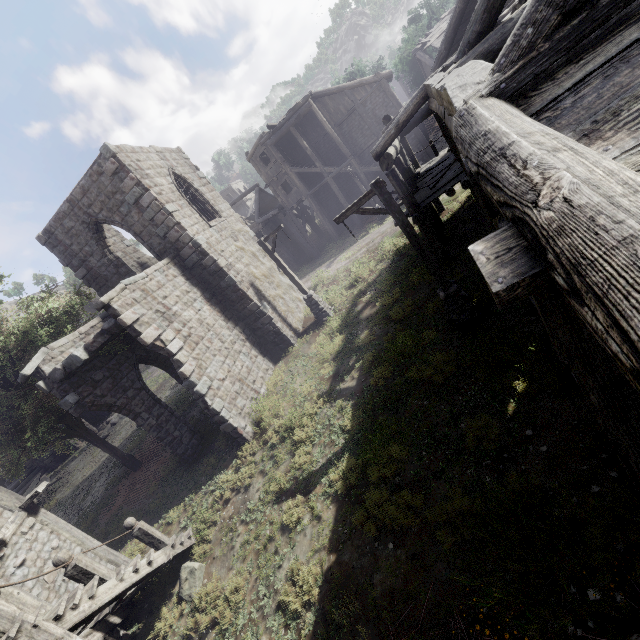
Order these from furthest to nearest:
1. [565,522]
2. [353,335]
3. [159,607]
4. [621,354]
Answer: [353,335]
[159,607]
[565,522]
[621,354]

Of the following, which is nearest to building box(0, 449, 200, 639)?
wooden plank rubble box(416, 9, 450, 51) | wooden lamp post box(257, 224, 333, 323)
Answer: wooden plank rubble box(416, 9, 450, 51)

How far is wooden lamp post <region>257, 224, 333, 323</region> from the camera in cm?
1549

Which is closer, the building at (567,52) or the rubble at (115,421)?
the building at (567,52)

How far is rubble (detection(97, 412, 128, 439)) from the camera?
23.88m

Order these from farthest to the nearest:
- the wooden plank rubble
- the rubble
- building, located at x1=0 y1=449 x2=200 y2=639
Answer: the rubble, the wooden plank rubble, building, located at x1=0 y1=449 x2=200 y2=639

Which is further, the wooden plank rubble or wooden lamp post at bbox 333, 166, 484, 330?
the wooden plank rubble

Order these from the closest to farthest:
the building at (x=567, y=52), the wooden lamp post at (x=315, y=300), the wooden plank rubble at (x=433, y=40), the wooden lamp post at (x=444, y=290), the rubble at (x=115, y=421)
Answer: the building at (x=567, y=52), the wooden lamp post at (x=444, y=290), the wooden lamp post at (x=315, y=300), the wooden plank rubble at (x=433, y=40), the rubble at (x=115, y=421)
